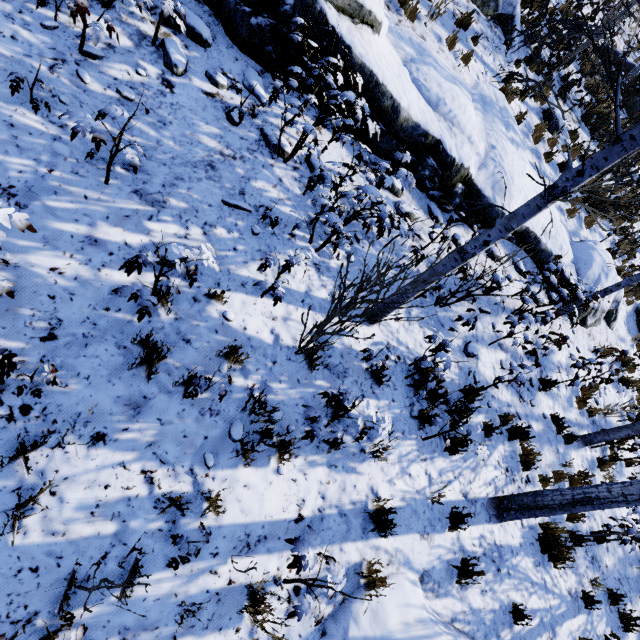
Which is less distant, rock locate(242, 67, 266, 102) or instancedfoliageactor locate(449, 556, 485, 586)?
instancedfoliageactor locate(449, 556, 485, 586)

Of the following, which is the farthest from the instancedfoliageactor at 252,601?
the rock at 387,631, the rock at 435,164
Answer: the rock at 435,164

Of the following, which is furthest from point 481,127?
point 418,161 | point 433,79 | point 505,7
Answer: point 505,7

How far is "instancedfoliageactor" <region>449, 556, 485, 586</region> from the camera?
4.1 meters

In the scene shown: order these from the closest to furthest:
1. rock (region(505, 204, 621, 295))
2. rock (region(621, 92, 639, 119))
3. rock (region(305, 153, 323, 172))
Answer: rock (region(305, 153, 323, 172))
rock (region(505, 204, 621, 295))
rock (region(621, 92, 639, 119))

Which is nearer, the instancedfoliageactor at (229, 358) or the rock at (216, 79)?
the instancedfoliageactor at (229, 358)

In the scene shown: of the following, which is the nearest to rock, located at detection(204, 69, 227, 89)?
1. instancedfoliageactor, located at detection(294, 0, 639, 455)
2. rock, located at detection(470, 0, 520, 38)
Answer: instancedfoliageactor, located at detection(294, 0, 639, 455)
